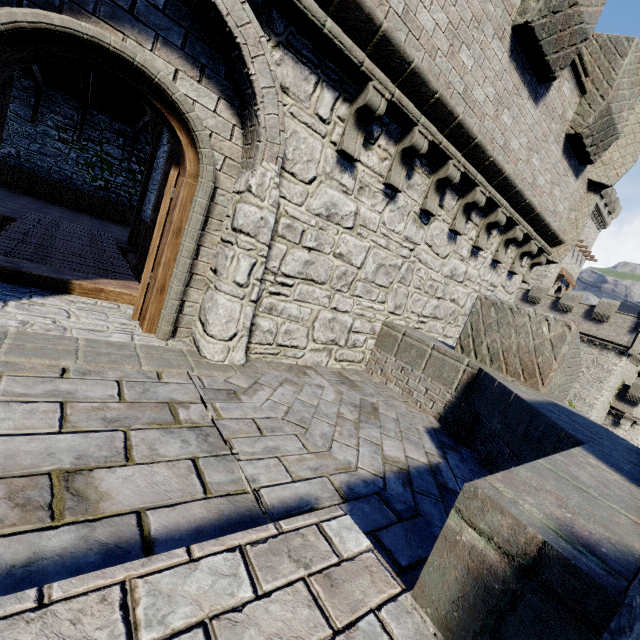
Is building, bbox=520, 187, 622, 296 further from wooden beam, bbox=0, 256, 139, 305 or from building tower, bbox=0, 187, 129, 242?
wooden beam, bbox=0, 256, 139, 305

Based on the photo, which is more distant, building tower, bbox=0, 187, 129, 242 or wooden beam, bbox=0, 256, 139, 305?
building tower, bbox=0, 187, 129, 242

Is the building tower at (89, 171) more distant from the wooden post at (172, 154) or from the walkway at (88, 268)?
the wooden post at (172, 154)

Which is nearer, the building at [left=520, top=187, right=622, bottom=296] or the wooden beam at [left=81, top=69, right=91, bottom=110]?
the wooden beam at [left=81, top=69, right=91, bottom=110]

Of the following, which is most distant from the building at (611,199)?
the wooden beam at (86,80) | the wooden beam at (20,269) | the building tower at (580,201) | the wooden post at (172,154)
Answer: the wooden beam at (20,269)

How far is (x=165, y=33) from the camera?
3.2 meters

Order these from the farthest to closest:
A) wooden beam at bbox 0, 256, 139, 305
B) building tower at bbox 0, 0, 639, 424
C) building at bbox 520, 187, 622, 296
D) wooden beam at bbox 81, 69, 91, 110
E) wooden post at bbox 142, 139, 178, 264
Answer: building at bbox 520, 187, 622, 296
wooden beam at bbox 81, 69, 91, 110
wooden post at bbox 142, 139, 178, 264
wooden beam at bbox 0, 256, 139, 305
building tower at bbox 0, 0, 639, 424

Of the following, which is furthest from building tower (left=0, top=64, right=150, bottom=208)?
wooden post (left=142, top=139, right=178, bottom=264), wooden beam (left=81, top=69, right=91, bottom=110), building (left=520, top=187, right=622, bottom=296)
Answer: building (left=520, top=187, right=622, bottom=296)
